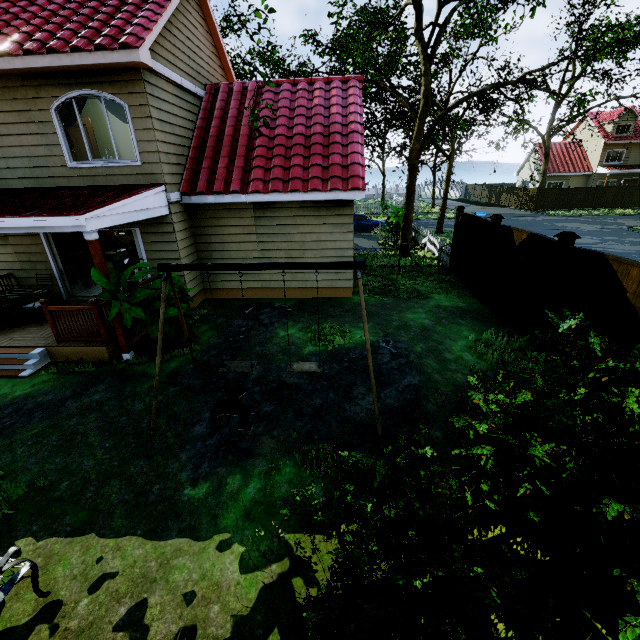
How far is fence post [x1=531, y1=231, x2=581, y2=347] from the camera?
6.0 meters

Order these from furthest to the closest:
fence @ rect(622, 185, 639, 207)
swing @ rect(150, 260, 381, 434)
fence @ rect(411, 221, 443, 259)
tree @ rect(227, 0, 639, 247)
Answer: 1. fence @ rect(622, 185, 639, 207)
2. fence @ rect(411, 221, 443, 259)
3. tree @ rect(227, 0, 639, 247)
4. swing @ rect(150, 260, 381, 434)

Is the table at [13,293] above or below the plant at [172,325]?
above

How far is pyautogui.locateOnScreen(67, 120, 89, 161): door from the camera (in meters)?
9.73

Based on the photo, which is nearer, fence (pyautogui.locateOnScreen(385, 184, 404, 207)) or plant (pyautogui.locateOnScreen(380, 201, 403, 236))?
plant (pyautogui.locateOnScreen(380, 201, 403, 236))

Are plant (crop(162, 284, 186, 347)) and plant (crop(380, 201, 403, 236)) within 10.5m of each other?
no

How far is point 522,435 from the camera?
2.9m

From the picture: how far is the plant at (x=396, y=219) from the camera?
17.4m
